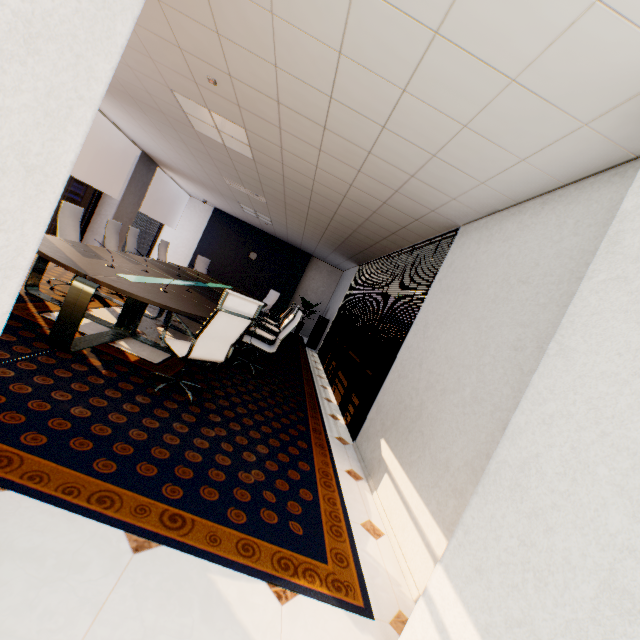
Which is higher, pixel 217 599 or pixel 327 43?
pixel 327 43

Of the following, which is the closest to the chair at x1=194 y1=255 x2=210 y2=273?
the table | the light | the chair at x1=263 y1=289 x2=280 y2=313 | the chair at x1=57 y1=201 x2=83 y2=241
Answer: the table

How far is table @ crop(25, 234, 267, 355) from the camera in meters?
2.9 m

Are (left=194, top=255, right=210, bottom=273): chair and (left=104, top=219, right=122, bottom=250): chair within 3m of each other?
no

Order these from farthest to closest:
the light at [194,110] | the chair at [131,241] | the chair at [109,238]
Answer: the chair at [131,241] → the chair at [109,238] → the light at [194,110]

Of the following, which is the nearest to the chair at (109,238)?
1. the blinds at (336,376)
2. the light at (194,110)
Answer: the light at (194,110)

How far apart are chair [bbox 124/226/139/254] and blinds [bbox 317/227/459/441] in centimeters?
449cm

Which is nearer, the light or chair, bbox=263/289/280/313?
the light
